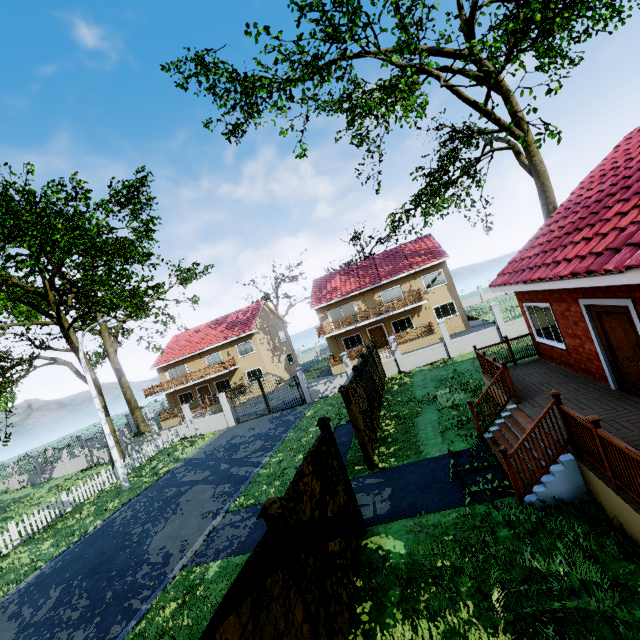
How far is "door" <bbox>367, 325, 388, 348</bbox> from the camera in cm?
3069

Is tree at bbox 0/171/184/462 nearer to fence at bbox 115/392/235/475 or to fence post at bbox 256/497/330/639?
fence at bbox 115/392/235/475

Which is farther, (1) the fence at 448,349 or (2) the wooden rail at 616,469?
(1) the fence at 448,349

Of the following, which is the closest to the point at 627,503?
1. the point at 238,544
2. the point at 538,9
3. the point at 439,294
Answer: the point at 238,544

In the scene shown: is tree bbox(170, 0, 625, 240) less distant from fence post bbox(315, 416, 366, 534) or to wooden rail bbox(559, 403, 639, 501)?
wooden rail bbox(559, 403, 639, 501)

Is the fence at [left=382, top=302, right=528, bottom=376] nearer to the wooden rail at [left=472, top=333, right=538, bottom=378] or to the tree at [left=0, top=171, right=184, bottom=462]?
the tree at [left=0, top=171, right=184, bottom=462]

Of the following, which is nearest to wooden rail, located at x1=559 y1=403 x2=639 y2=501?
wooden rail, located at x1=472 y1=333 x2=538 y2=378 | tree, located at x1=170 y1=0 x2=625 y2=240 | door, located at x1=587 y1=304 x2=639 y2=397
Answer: door, located at x1=587 y1=304 x2=639 y2=397

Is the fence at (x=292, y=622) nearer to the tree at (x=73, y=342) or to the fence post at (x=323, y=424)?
the fence post at (x=323, y=424)
